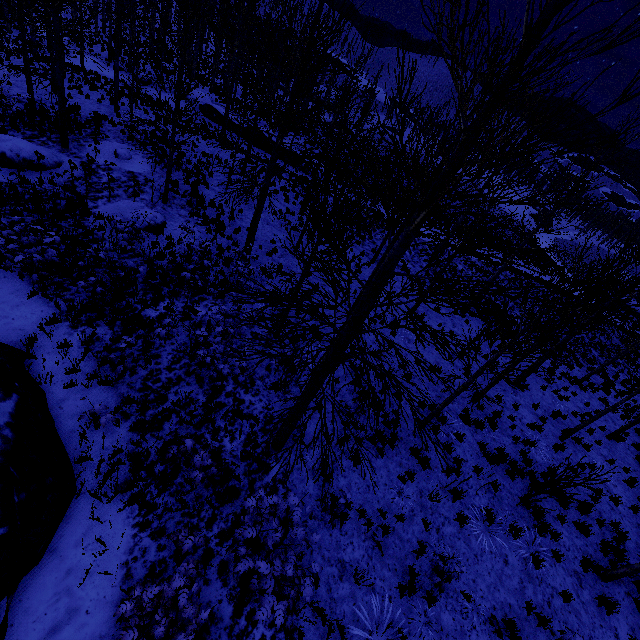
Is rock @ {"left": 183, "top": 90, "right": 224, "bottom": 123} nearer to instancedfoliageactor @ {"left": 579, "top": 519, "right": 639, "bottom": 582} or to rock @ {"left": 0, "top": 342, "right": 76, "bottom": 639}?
instancedfoliageactor @ {"left": 579, "top": 519, "right": 639, "bottom": 582}

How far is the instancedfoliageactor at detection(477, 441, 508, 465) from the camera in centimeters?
991cm

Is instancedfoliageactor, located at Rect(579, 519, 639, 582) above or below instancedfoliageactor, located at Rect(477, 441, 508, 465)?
above

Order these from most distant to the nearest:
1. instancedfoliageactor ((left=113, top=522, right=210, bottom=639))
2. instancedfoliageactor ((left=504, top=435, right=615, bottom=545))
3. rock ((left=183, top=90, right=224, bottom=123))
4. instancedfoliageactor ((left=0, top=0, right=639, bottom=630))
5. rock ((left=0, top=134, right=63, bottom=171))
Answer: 1. rock ((left=183, top=90, right=224, bottom=123))
2. rock ((left=0, top=134, right=63, bottom=171))
3. instancedfoliageactor ((left=504, top=435, right=615, bottom=545))
4. instancedfoliageactor ((left=113, top=522, right=210, bottom=639))
5. instancedfoliageactor ((left=0, top=0, right=639, bottom=630))

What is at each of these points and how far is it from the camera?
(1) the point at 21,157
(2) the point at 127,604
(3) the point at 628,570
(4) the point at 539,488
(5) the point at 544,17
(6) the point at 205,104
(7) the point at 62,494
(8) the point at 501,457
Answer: (1) rock, 12.65m
(2) instancedfoliageactor, 4.22m
(3) instancedfoliageactor, 8.07m
(4) instancedfoliageactor, 8.62m
(5) instancedfoliageactor, 3.10m
(6) rock, 28.12m
(7) rock, 5.62m
(8) instancedfoliageactor, 10.24m

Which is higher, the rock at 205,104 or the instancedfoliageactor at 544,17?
the instancedfoliageactor at 544,17

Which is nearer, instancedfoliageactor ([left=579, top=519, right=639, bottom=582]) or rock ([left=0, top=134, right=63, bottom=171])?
instancedfoliageactor ([left=579, top=519, right=639, bottom=582])

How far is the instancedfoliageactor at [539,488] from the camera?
7.98m
